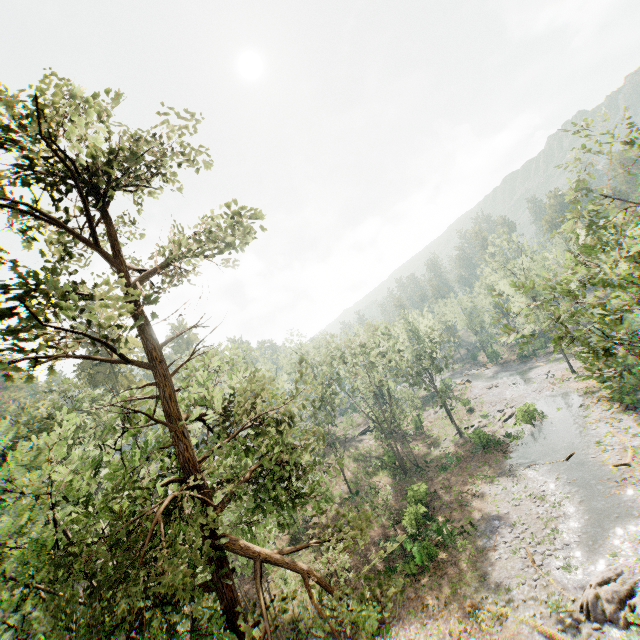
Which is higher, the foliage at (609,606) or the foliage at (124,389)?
the foliage at (124,389)

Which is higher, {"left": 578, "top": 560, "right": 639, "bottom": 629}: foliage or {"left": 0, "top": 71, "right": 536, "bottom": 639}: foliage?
{"left": 0, "top": 71, "right": 536, "bottom": 639}: foliage

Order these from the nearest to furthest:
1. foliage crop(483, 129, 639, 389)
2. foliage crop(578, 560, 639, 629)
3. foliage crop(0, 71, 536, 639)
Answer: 1. foliage crop(0, 71, 536, 639)
2. foliage crop(483, 129, 639, 389)
3. foliage crop(578, 560, 639, 629)

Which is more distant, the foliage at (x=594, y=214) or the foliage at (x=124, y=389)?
the foliage at (x=594, y=214)

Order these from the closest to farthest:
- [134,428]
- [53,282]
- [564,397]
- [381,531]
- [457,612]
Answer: [53,282] < [134,428] < [457,612] < [381,531] < [564,397]

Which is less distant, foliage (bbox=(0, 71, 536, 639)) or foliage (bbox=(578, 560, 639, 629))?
foliage (bbox=(0, 71, 536, 639))
